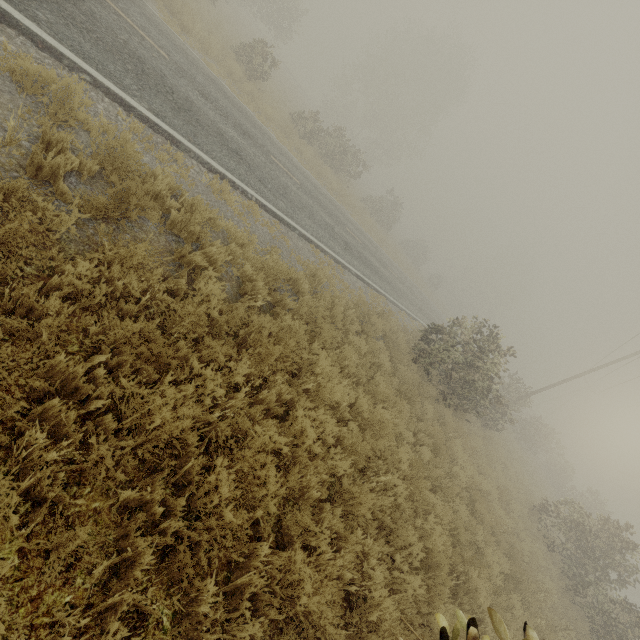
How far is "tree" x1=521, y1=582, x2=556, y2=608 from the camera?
8.4m

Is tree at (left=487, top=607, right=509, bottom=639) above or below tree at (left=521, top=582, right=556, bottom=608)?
above

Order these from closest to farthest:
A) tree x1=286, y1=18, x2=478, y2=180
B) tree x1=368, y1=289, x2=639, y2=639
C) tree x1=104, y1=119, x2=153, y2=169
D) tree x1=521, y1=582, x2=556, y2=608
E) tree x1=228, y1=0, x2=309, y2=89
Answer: tree x1=104, y1=119, x2=153, y2=169
tree x1=521, y1=582, x2=556, y2=608
tree x1=368, y1=289, x2=639, y2=639
tree x1=228, y1=0, x2=309, y2=89
tree x1=286, y1=18, x2=478, y2=180

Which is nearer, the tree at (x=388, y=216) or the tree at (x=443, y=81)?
the tree at (x=443, y=81)

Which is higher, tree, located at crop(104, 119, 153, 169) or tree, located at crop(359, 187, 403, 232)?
→ tree, located at crop(359, 187, 403, 232)

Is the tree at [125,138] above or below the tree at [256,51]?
below

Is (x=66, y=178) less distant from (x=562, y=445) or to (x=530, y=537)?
(x=530, y=537)

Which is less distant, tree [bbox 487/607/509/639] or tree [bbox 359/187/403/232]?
tree [bbox 487/607/509/639]
